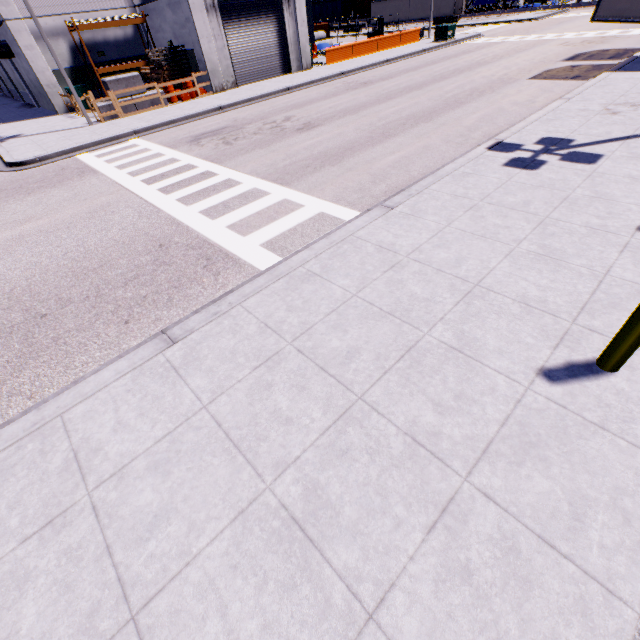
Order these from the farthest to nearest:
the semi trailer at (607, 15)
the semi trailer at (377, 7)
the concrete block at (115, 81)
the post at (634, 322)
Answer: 1. the semi trailer at (377, 7)
2. the concrete block at (115, 81)
3. the semi trailer at (607, 15)
4. the post at (634, 322)

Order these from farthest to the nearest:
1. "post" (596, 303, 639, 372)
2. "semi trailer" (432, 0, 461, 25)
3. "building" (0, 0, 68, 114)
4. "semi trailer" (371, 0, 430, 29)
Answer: "semi trailer" (371, 0, 430, 29), "semi trailer" (432, 0, 461, 25), "building" (0, 0, 68, 114), "post" (596, 303, 639, 372)

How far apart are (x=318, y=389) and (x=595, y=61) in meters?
24.1

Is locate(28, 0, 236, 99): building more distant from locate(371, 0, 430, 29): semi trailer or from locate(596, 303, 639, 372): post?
locate(596, 303, 639, 372): post

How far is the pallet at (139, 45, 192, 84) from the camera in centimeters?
2055cm

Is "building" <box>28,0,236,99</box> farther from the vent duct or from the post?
the post

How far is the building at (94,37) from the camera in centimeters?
→ 2212cm

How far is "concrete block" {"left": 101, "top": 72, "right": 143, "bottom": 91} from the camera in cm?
1791
